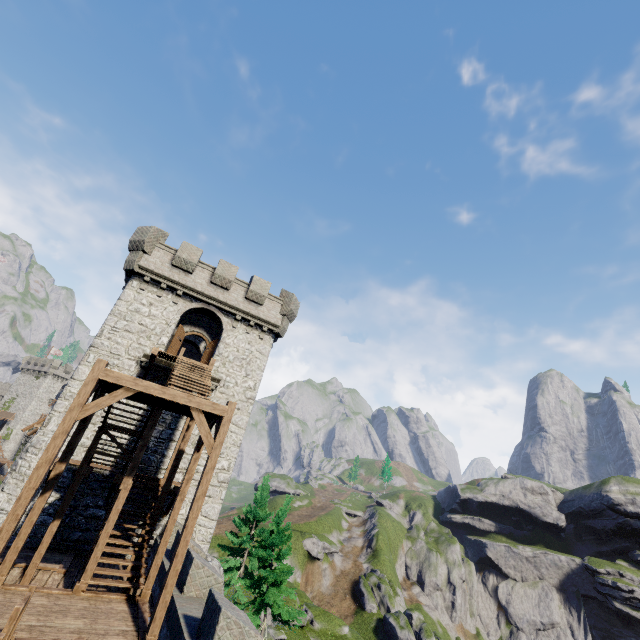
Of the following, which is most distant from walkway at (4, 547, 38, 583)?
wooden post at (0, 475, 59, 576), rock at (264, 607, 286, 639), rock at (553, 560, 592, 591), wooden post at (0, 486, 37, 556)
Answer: rock at (553, 560, 592, 591)

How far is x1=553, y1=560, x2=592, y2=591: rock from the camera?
58.25m

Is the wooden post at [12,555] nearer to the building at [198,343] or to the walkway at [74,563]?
the walkway at [74,563]

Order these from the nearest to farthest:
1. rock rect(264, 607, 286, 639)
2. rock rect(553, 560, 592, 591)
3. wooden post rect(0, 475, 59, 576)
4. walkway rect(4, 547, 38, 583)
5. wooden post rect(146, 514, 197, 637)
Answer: wooden post rect(146, 514, 197, 637), wooden post rect(0, 475, 59, 576), walkway rect(4, 547, 38, 583), rock rect(264, 607, 286, 639), rock rect(553, 560, 592, 591)

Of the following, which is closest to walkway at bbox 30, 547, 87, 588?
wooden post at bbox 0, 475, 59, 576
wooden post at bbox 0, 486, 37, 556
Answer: wooden post at bbox 0, 475, 59, 576

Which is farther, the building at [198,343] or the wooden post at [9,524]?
the building at [198,343]

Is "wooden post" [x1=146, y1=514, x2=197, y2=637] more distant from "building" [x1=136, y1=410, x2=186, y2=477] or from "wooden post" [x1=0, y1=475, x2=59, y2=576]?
"building" [x1=136, y1=410, x2=186, y2=477]

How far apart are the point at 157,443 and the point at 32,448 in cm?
527
